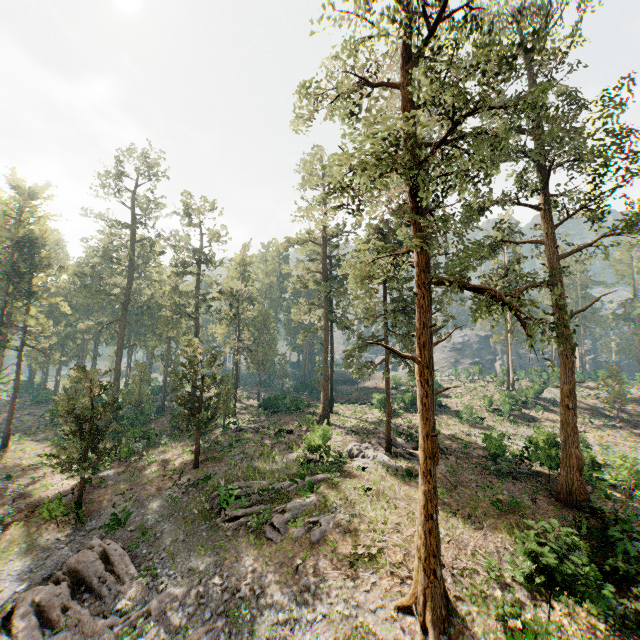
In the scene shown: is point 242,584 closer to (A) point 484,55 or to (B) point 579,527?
(B) point 579,527

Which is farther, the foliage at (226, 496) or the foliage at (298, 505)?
the foliage at (226, 496)

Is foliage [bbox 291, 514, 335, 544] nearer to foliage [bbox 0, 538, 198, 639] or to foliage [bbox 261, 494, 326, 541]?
foliage [bbox 261, 494, 326, 541]

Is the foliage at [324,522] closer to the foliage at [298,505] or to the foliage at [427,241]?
the foliage at [298,505]

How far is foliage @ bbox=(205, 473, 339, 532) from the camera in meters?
18.6 m

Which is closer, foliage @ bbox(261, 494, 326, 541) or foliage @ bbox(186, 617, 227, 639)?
foliage @ bbox(186, 617, 227, 639)

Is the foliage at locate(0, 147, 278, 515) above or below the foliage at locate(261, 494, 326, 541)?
above

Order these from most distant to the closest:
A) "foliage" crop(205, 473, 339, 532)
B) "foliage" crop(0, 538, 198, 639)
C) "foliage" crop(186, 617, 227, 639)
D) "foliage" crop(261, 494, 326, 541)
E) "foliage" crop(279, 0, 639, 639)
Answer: "foliage" crop(205, 473, 339, 532) → "foliage" crop(261, 494, 326, 541) → "foliage" crop(0, 538, 198, 639) → "foliage" crop(186, 617, 227, 639) → "foliage" crop(279, 0, 639, 639)
